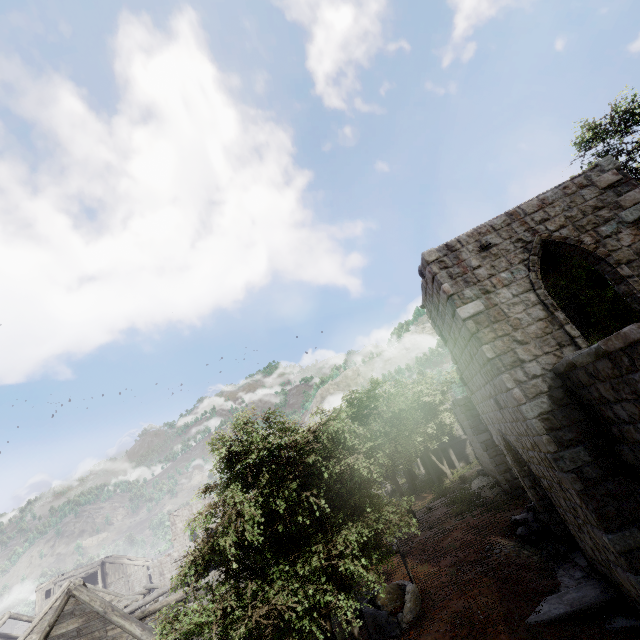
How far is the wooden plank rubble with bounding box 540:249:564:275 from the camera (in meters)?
11.44

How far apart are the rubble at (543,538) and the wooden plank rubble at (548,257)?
7.5 meters

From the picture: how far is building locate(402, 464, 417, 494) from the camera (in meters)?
29.95

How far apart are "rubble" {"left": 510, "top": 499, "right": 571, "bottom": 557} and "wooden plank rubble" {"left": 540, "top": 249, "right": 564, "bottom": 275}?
7.54m

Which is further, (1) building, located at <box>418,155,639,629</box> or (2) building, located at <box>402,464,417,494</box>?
(2) building, located at <box>402,464,417,494</box>

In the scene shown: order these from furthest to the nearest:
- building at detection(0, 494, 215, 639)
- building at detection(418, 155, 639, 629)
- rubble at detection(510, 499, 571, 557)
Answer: building at detection(0, 494, 215, 639), rubble at detection(510, 499, 571, 557), building at detection(418, 155, 639, 629)

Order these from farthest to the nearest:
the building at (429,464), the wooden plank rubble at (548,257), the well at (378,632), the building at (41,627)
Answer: the building at (429,464), the building at (41,627), the wooden plank rubble at (548,257), the well at (378,632)

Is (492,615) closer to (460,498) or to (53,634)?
(460,498)
